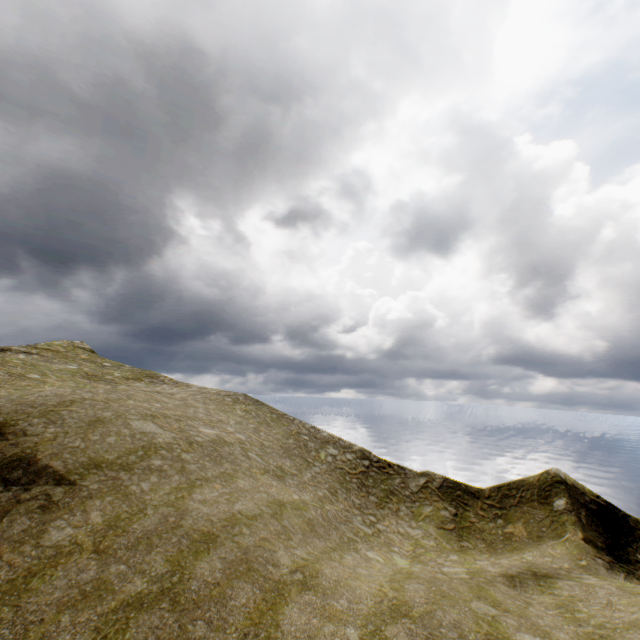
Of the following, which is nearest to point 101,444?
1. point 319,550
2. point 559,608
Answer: point 319,550
